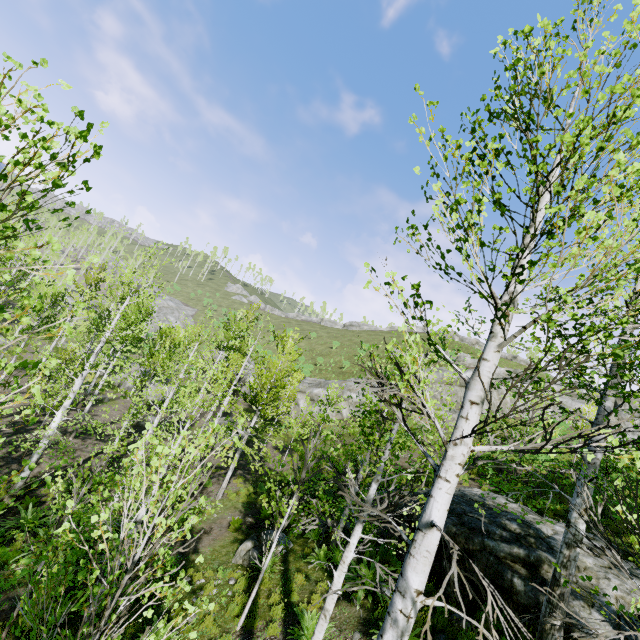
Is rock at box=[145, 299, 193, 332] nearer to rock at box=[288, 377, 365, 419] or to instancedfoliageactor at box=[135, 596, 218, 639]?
instancedfoliageactor at box=[135, 596, 218, 639]

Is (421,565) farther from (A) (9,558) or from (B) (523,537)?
(A) (9,558)

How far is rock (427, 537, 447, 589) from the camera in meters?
8.0 m

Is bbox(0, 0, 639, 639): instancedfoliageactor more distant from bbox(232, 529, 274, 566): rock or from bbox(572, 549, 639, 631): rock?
bbox(232, 529, 274, 566): rock

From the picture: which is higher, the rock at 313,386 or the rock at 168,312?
the rock at 168,312

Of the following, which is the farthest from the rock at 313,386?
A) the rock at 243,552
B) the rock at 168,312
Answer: the rock at 243,552
